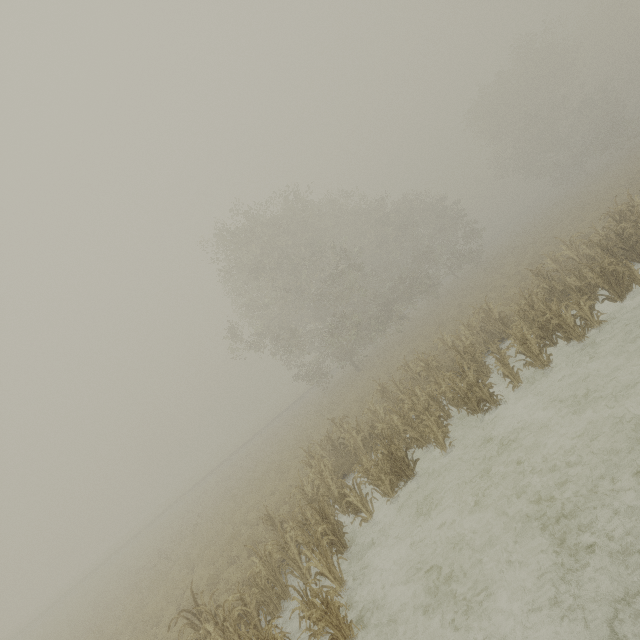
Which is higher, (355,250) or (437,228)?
(355,250)
